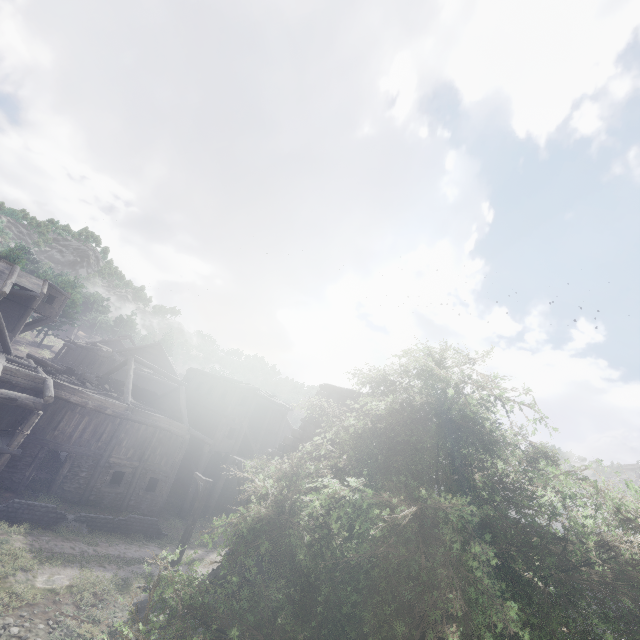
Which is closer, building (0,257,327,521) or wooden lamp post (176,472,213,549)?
wooden lamp post (176,472,213,549)

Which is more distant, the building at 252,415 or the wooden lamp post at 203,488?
the building at 252,415

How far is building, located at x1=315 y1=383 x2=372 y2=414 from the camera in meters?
14.4

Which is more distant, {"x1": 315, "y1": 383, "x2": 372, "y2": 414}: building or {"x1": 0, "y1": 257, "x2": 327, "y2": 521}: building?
{"x1": 0, "y1": 257, "x2": 327, "y2": 521}: building

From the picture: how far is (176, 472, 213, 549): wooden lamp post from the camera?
14.1 meters

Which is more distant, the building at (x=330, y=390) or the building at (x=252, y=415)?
the building at (x=252, y=415)

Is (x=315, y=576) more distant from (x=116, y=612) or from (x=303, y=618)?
(x=116, y=612)

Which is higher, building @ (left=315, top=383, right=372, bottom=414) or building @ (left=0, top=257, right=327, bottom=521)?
building @ (left=315, top=383, right=372, bottom=414)
